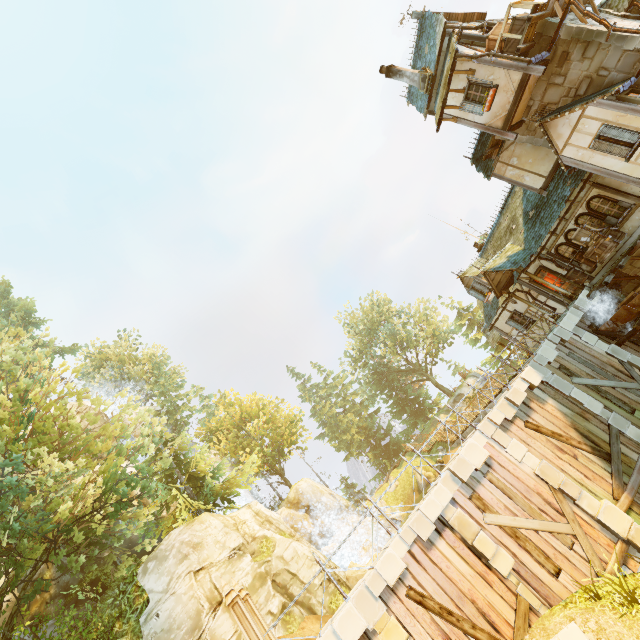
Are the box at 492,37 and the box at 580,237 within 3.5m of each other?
no

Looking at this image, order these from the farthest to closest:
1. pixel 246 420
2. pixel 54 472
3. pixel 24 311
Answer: pixel 246 420 → pixel 24 311 → pixel 54 472

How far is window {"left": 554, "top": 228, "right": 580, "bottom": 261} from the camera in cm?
1506

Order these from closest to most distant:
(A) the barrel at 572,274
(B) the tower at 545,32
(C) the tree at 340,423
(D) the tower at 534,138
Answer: (B) the tower at 545,32
(D) the tower at 534,138
(A) the barrel at 572,274
(C) the tree at 340,423

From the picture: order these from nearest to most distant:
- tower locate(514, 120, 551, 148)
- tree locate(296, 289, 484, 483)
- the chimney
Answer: tower locate(514, 120, 551, 148) < the chimney < tree locate(296, 289, 484, 483)

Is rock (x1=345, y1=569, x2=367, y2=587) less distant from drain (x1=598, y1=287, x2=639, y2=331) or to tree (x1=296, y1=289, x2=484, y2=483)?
drain (x1=598, y1=287, x2=639, y2=331)

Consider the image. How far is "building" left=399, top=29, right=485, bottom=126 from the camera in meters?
13.9 m

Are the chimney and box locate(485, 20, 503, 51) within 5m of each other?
yes
